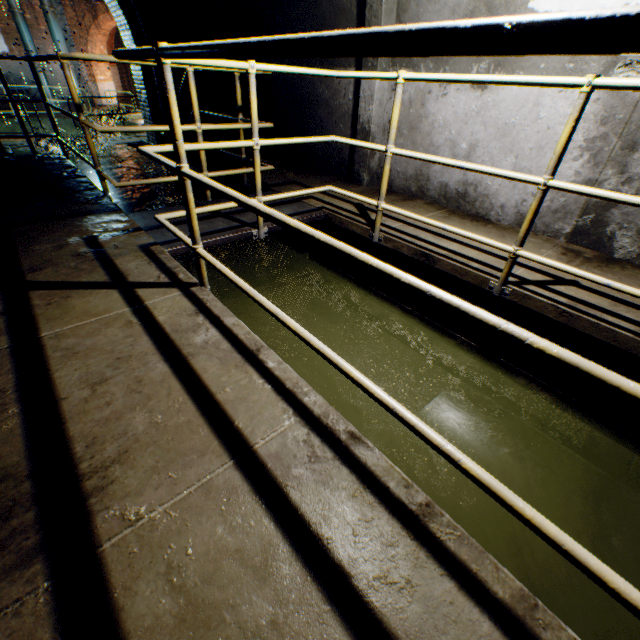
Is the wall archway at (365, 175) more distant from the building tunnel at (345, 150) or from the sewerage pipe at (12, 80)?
the sewerage pipe at (12, 80)

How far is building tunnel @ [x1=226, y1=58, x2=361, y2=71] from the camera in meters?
4.2

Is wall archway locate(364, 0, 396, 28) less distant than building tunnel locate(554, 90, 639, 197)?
No

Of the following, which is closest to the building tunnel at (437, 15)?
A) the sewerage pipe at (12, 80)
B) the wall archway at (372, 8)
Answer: the wall archway at (372, 8)

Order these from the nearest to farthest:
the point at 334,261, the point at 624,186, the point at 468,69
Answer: the point at 624,186 → the point at 468,69 → the point at 334,261

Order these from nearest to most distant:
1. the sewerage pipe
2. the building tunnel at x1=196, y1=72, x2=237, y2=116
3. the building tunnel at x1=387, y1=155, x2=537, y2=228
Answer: the building tunnel at x1=387, y1=155, x2=537, y2=228 → the building tunnel at x1=196, y1=72, x2=237, y2=116 → the sewerage pipe

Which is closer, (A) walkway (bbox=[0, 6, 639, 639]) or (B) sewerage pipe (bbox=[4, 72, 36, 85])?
(A) walkway (bbox=[0, 6, 639, 639])
